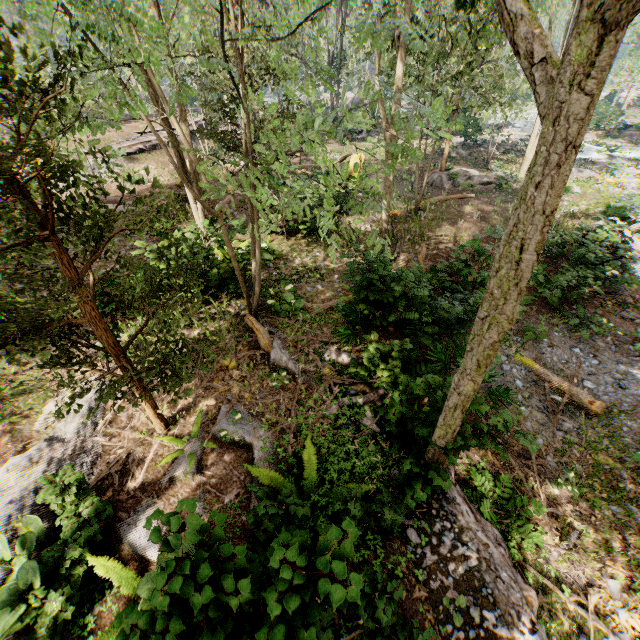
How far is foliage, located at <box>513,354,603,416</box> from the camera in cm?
857

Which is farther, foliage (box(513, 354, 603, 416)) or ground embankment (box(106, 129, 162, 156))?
ground embankment (box(106, 129, 162, 156))

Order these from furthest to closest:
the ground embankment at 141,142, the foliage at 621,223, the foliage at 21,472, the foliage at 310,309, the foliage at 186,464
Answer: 1. the ground embankment at 141,142
2. the foliage at 621,223
3. the foliage at 310,309
4. the foliage at 186,464
5. the foliage at 21,472

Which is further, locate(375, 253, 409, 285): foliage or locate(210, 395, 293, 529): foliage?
locate(375, 253, 409, 285): foliage

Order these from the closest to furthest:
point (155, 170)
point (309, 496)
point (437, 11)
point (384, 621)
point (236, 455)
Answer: point (384, 621) → point (309, 496) → point (236, 455) → point (437, 11) → point (155, 170)

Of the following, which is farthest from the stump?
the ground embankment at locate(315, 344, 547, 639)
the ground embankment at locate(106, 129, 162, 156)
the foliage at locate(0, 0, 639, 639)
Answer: the ground embankment at locate(315, 344, 547, 639)

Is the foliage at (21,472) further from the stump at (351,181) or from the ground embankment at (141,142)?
the stump at (351,181)
